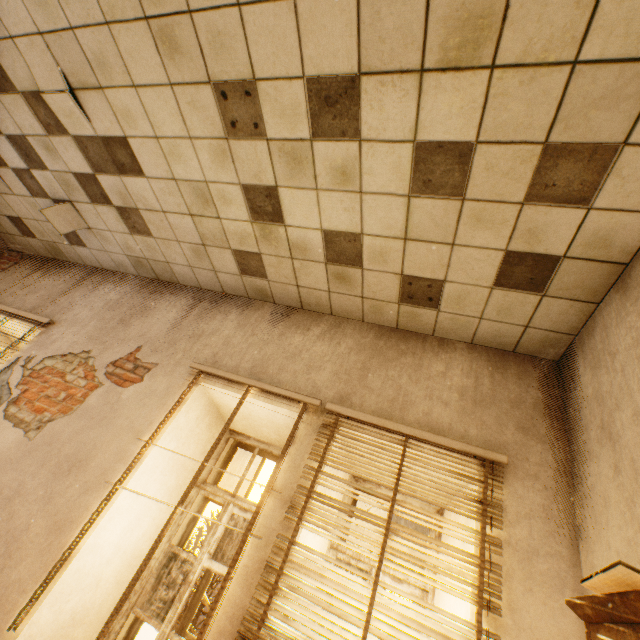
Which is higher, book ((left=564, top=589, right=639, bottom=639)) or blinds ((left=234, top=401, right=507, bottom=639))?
book ((left=564, top=589, right=639, bottom=639))

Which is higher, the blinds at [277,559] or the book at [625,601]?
the book at [625,601]

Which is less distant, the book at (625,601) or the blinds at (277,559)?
the book at (625,601)

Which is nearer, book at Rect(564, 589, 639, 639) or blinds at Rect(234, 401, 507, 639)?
book at Rect(564, 589, 639, 639)

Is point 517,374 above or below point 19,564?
above
